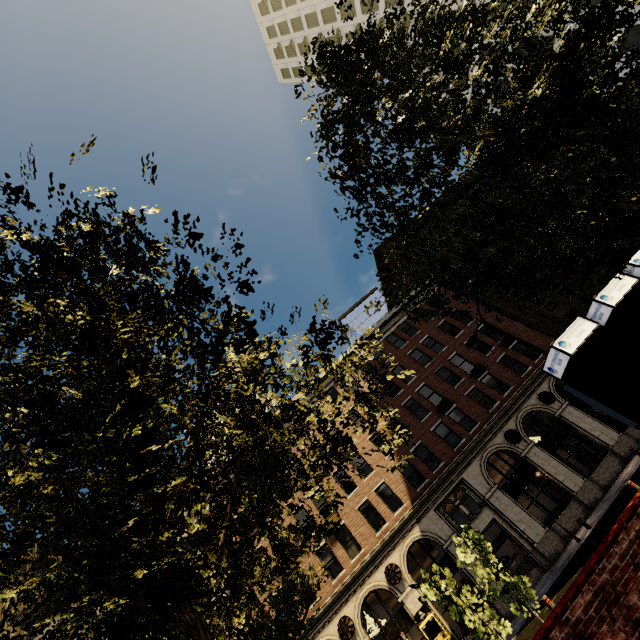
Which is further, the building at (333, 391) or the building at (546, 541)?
the building at (333, 391)

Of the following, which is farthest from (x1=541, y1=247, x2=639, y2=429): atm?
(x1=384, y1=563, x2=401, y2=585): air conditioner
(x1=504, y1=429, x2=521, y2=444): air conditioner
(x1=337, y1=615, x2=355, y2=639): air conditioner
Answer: (x1=337, y1=615, x2=355, y2=639): air conditioner

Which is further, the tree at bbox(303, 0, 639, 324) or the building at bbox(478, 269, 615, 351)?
the building at bbox(478, 269, 615, 351)

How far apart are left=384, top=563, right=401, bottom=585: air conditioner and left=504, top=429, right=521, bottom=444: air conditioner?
10.9m

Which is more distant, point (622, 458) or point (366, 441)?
point (366, 441)

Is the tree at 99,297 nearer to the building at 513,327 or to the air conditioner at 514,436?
the building at 513,327

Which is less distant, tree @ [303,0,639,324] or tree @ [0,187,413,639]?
tree @ [0,187,413,639]
